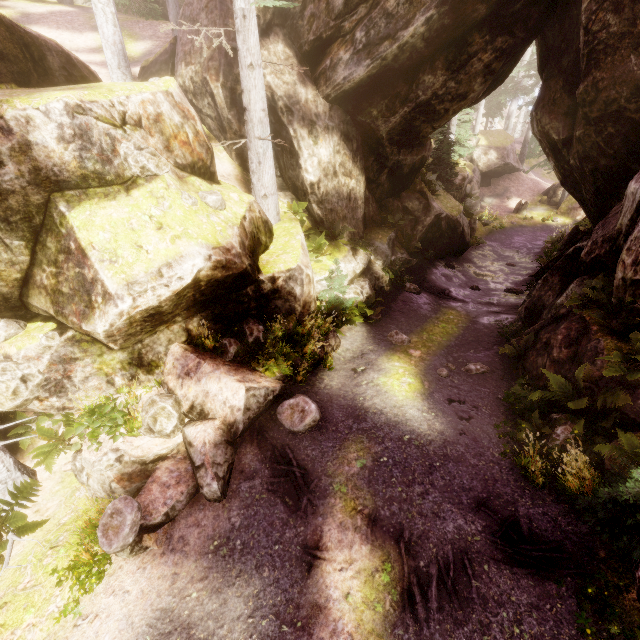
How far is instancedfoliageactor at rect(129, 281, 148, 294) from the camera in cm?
623

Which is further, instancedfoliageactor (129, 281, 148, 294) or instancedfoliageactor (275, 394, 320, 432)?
instancedfoliageactor (275, 394, 320, 432)

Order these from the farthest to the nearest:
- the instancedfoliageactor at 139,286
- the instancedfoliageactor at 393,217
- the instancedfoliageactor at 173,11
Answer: the instancedfoliageactor at 393,217 → the instancedfoliageactor at 173,11 → the instancedfoliageactor at 139,286

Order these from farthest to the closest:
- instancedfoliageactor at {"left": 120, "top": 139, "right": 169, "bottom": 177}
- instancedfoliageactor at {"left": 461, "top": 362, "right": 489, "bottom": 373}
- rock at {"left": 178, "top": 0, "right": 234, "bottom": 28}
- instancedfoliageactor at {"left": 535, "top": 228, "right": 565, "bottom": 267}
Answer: instancedfoliageactor at {"left": 535, "top": 228, "right": 565, "bottom": 267}
rock at {"left": 178, "top": 0, "right": 234, "bottom": 28}
instancedfoliageactor at {"left": 461, "top": 362, "right": 489, "bottom": 373}
instancedfoliageactor at {"left": 120, "top": 139, "right": 169, "bottom": 177}

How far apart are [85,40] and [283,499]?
23.4m

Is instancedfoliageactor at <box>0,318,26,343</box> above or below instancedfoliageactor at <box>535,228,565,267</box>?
above

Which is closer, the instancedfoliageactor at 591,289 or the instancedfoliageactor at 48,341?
the instancedfoliageactor at 48,341
